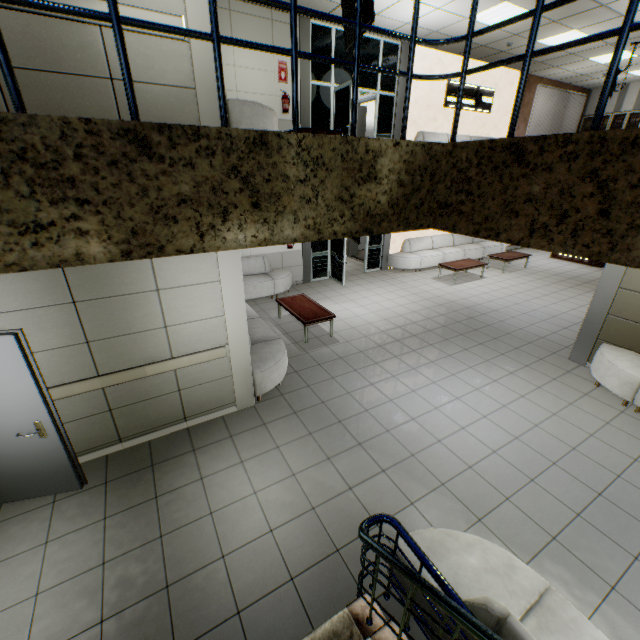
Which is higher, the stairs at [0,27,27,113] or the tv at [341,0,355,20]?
the tv at [341,0,355,20]

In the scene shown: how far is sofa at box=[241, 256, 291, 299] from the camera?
8.9m

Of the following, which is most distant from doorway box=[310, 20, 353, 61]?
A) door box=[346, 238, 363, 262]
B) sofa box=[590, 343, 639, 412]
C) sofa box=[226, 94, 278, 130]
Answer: sofa box=[590, 343, 639, 412]

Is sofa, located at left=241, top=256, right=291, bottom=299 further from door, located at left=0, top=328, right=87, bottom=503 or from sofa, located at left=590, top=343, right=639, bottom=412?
sofa, located at left=590, top=343, right=639, bottom=412

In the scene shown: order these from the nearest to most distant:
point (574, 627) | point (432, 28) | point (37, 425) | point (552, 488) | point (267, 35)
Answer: point (574, 627)
point (37, 425)
point (552, 488)
point (267, 35)
point (432, 28)

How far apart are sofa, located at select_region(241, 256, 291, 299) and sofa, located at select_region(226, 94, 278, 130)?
2.5m

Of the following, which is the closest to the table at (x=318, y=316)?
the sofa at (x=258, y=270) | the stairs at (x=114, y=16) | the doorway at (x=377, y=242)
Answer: the sofa at (x=258, y=270)

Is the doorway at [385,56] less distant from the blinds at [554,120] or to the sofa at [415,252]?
the sofa at [415,252]
